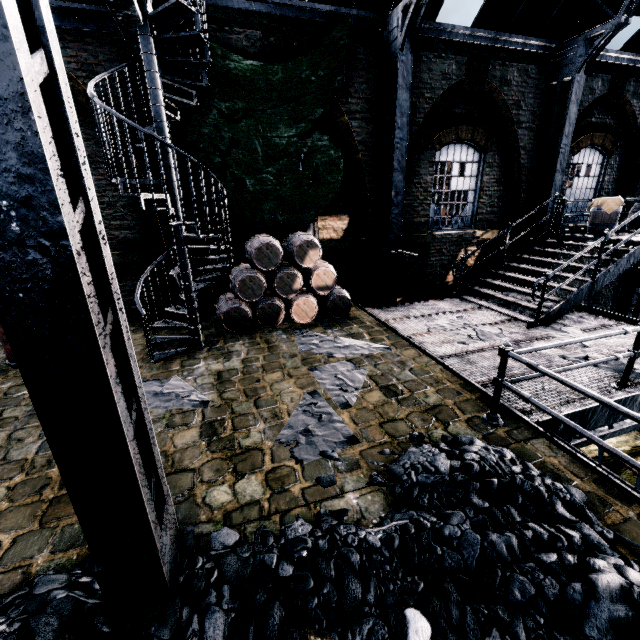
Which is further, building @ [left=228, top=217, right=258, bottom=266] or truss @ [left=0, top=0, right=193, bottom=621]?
building @ [left=228, top=217, right=258, bottom=266]

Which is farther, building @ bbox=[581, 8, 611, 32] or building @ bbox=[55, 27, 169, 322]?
building @ bbox=[581, 8, 611, 32]

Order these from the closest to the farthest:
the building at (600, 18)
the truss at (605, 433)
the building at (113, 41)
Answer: the truss at (605, 433) → the building at (113, 41) → the building at (600, 18)

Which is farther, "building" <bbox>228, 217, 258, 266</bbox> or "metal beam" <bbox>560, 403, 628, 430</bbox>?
"building" <bbox>228, 217, 258, 266</bbox>

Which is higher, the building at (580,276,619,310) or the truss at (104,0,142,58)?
the truss at (104,0,142,58)

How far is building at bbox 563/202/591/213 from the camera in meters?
12.9

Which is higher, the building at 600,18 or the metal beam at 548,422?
the building at 600,18

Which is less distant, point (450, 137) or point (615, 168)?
point (450, 137)
